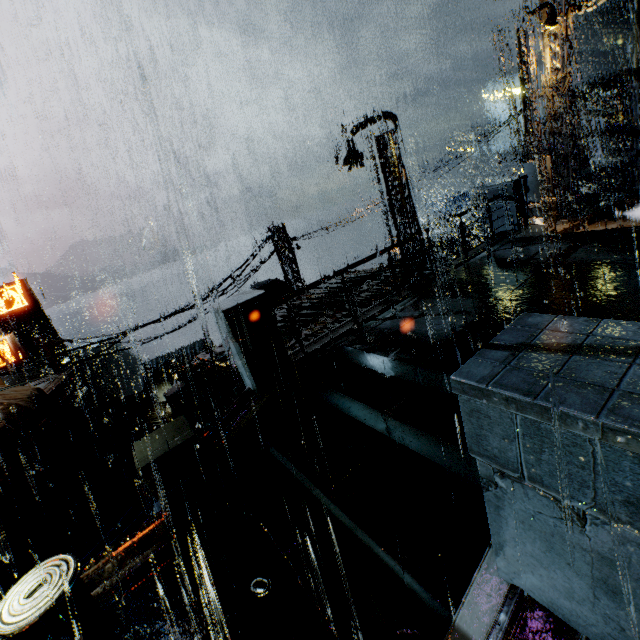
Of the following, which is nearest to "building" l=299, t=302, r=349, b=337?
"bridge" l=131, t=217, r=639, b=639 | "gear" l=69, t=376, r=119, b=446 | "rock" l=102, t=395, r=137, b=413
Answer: "bridge" l=131, t=217, r=639, b=639

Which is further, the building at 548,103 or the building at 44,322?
the building at 44,322

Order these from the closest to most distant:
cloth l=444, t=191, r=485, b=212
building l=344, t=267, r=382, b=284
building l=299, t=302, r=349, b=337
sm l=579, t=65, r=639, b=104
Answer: building l=299, t=302, r=349, b=337
building l=344, t=267, r=382, b=284
sm l=579, t=65, r=639, b=104
cloth l=444, t=191, r=485, b=212

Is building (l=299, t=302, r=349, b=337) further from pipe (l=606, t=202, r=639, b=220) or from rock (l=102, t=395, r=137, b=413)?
rock (l=102, t=395, r=137, b=413)

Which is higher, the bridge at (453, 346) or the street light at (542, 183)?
the street light at (542, 183)

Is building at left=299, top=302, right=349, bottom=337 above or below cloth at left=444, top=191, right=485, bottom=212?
above

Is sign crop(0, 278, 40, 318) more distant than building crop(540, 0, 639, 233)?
Yes

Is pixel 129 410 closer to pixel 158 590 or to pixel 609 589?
pixel 158 590
